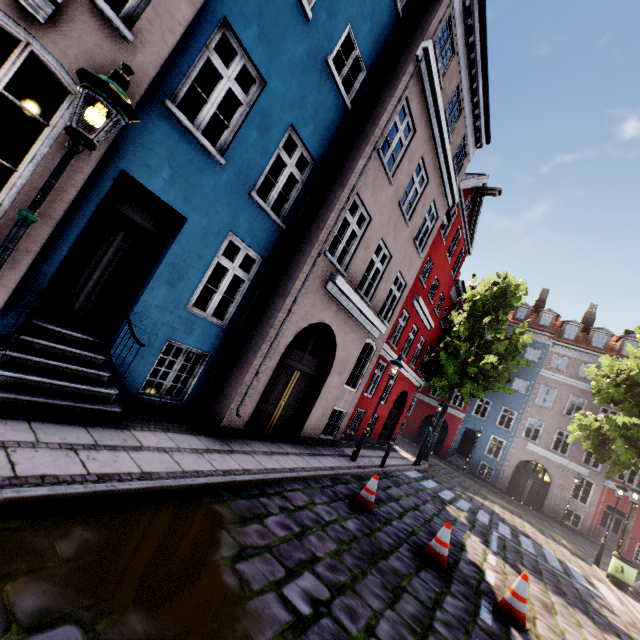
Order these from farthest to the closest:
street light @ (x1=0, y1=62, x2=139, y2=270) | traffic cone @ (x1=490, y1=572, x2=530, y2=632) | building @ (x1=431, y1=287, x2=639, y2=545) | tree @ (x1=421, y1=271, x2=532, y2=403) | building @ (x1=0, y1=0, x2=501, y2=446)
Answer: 1. building @ (x1=431, y1=287, x2=639, y2=545)
2. tree @ (x1=421, y1=271, x2=532, y2=403)
3. traffic cone @ (x1=490, y1=572, x2=530, y2=632)
4. building @ (x1=0, y1=0, x2=501, y2=446)
5. street light @ (x1=0, y1=62, x2=139, y2=270)

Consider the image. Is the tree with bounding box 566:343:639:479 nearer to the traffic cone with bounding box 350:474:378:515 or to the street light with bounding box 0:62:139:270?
the traffic cone with bounding box 350:474:378:515

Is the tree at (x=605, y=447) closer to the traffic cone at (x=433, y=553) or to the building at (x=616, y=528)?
the building at (x=616, y=528)

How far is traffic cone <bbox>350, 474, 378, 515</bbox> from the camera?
7.02m

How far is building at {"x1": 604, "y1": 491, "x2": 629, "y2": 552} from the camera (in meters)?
22.16

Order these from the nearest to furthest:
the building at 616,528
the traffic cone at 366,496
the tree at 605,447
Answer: the traffic cone at 366,496
the tree at 605,447
the building at 616,528

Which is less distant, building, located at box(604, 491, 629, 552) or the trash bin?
the trash bin

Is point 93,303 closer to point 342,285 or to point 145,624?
point 145,624
